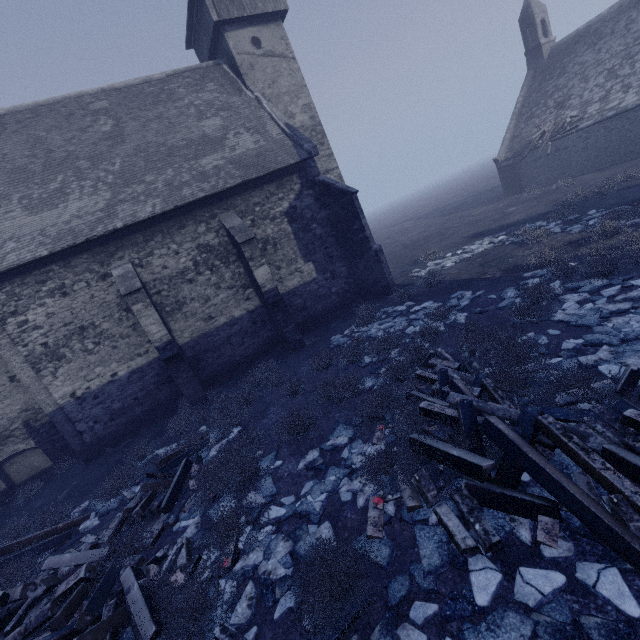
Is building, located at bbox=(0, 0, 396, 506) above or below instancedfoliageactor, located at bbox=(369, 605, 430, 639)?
above

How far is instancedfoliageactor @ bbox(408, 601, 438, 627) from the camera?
3.27m

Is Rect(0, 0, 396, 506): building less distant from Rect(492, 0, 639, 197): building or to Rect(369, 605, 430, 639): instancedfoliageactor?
Rect(369, 605, 430, 639): instancedfoliageactor

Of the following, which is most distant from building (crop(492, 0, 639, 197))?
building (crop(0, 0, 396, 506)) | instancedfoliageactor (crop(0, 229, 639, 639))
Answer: building (crop(0, 0, 396, 506))

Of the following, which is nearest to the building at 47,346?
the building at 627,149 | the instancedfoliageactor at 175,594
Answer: the instancedfoliageactor at 175,594

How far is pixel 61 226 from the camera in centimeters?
1092cm

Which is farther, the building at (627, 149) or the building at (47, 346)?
the building at (627, 149)
